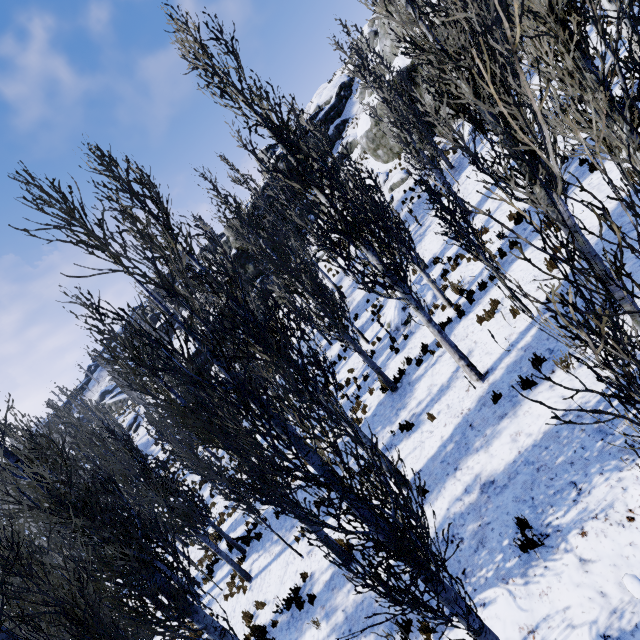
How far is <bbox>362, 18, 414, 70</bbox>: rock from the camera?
23.5m

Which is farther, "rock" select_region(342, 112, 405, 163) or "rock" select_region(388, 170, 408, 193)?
"rock" select_region(342, 112, 405, 163)

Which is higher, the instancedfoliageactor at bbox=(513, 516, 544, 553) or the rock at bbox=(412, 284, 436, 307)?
the rock at bbox=(412, 284, 436, 307)

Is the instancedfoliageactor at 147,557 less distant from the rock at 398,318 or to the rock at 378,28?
the rock at 398,318

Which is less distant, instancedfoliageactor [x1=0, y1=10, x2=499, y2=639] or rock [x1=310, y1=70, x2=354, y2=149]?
instancedfoliageactor [x1=0, y1=10, x2=499, y2=639]

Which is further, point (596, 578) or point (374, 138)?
point (374, 138)

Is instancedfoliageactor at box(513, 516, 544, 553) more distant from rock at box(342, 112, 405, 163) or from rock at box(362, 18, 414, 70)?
rock at box(362, 18, 414, 70)

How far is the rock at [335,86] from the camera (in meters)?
38.62
